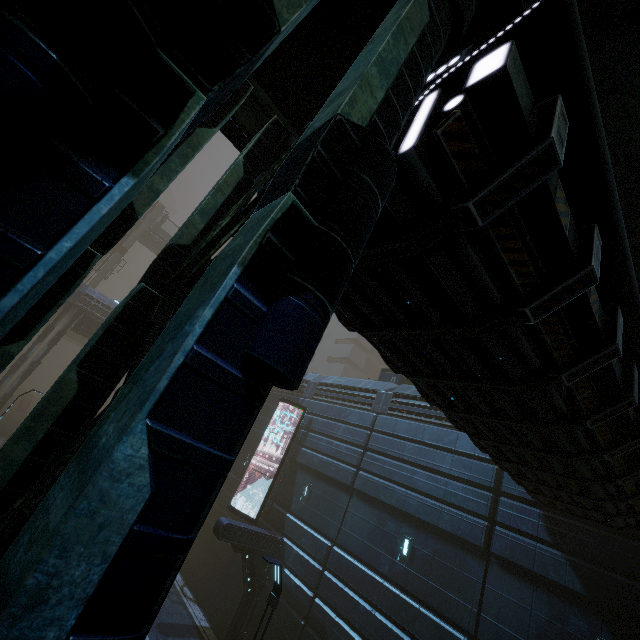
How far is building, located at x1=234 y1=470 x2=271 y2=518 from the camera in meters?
18.1 m

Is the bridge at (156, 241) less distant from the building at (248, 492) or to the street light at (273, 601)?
the building at (248, 492)

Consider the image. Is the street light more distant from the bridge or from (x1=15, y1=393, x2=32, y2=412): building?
the bridge

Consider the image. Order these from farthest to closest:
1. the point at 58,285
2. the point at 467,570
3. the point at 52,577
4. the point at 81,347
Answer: the point at 81,347 < the point at 467,570 < the point at 58,285 < the point at 52,577

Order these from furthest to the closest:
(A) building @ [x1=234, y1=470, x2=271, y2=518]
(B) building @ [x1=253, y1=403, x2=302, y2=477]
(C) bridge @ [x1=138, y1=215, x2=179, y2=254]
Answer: (C) bridge @ [x1=138, y1=215, x2=179, y2=254] < (B) building @ [x1=253, y1=403, x2=302, y2=477] < (A) building @ [x1=234, y1=470, x2=271, y2=518]

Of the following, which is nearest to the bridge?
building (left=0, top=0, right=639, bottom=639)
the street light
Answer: building (left=0, top=0, right=639, bottom=639)

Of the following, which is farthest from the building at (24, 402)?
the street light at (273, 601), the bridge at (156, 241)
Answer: the street light at (273, 601)
